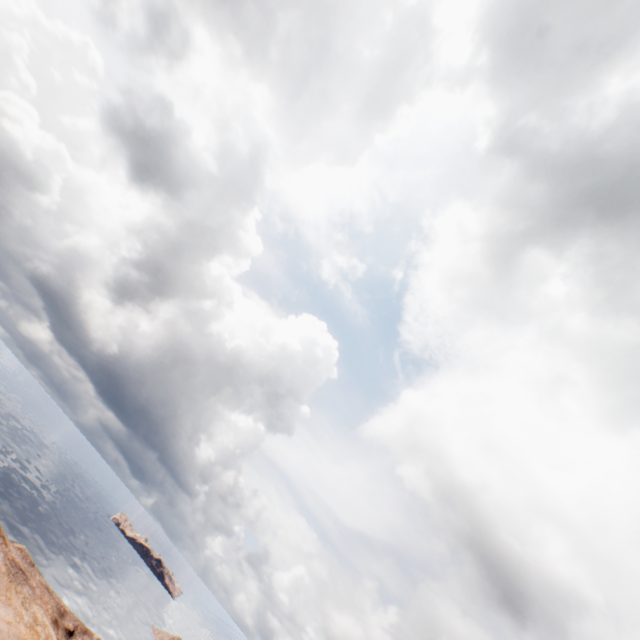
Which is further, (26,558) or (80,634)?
(80,634)
